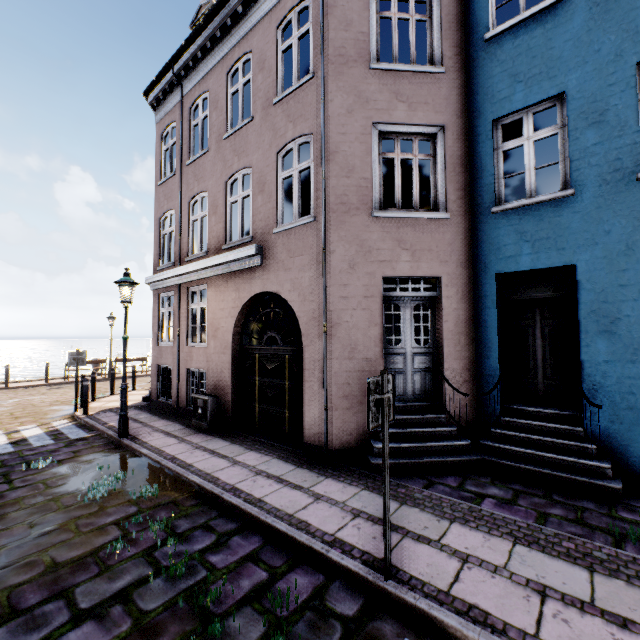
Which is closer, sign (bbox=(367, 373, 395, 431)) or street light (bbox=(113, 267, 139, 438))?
sign (bbox=(367, 373, 395, 431))

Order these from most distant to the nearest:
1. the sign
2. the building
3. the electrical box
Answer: the electrical box, the building, the sign

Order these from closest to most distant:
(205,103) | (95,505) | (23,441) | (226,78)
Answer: (95,505), (23,441), (226,78), (205,103)

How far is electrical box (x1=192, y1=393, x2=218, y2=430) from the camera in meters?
8.0 m

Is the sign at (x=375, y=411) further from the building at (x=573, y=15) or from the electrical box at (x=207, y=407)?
the electrical box at (x=207, y=407)

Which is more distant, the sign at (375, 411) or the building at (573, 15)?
the building at (573, 15)

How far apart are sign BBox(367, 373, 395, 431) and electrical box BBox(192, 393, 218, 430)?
6.0 meters

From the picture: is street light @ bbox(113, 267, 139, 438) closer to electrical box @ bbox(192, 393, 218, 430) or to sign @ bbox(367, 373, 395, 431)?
electrical box @ bbox(192, 393, 218, 430)
